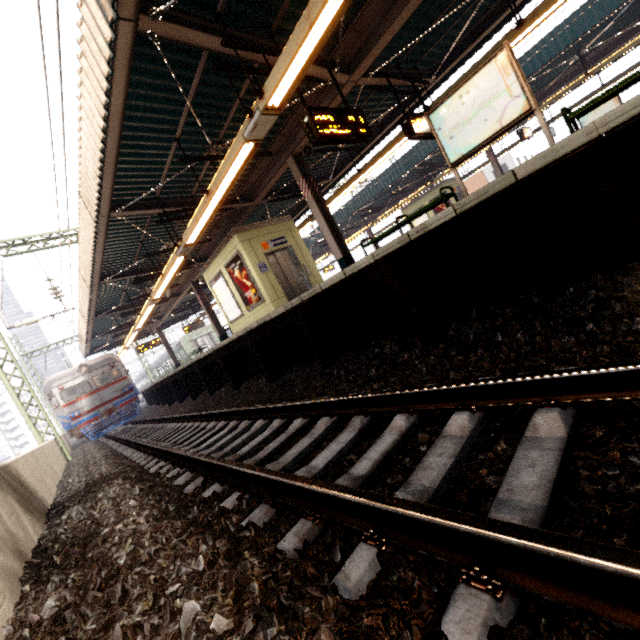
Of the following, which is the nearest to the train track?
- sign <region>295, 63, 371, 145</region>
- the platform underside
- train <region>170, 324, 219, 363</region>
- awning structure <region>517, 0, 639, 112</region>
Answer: train <region>170, 324, 219, 363</region>

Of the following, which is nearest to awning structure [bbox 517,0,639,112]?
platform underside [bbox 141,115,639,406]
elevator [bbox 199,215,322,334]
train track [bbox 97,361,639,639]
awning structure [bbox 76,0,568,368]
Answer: awning structure [bbox 76,0,568,368]

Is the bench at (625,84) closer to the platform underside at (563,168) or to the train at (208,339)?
the platform underside at (563,168)

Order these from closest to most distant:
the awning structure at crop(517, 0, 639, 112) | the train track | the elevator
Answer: the train track → the elevator → the awning structure at crop(517, 0, 639, 112)

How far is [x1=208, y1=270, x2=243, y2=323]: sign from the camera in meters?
11.3 m

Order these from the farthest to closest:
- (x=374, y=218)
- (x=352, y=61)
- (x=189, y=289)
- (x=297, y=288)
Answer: (x=374, y=218)
(x=189, y=289)
(x=297, y=288)
(x=352, y=61)

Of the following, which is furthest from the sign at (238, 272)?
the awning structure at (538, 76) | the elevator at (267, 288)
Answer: the awning structure at (538, 76)

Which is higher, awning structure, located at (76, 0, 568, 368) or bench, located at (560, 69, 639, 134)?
awning structure, located at (76, 0, 568, 368)
